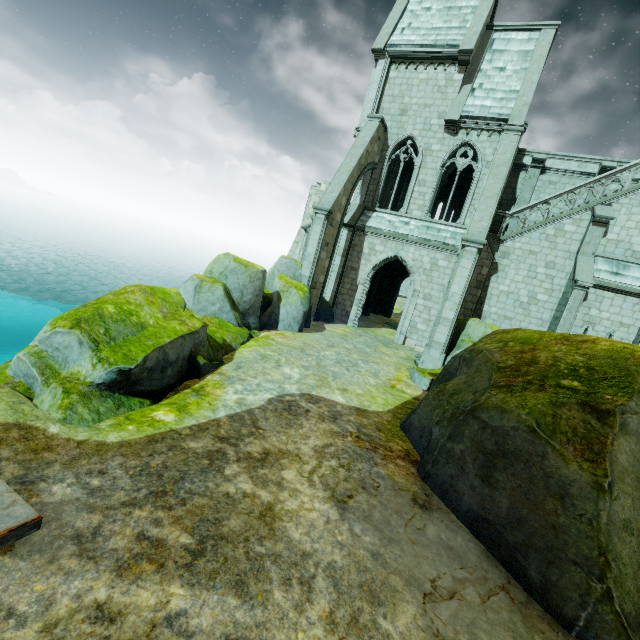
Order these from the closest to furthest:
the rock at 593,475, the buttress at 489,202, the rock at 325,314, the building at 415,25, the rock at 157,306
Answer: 1. the rock at 593,475
2. the rock at 157,306
3. the buttress at 489,202
4. the building at 415,25
5. the rock at 325,314

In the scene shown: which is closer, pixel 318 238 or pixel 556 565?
pixel 556 565

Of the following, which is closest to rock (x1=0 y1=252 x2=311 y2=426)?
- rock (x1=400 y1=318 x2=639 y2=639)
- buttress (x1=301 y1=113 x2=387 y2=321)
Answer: buttress (x1=301 y1=113 x2=387 y2=321)

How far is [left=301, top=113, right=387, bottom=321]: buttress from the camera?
15.6m

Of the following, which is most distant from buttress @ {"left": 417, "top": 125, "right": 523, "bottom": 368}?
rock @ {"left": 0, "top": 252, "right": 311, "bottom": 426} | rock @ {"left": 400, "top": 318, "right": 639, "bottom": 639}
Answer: rock @ {"left": 0, "top": 252, "right": 311, "bottom": 426}

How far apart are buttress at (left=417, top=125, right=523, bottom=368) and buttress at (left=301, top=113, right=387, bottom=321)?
5.9m

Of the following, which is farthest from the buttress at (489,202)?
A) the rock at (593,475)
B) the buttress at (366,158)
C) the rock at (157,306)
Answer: the buttress at (366,158)

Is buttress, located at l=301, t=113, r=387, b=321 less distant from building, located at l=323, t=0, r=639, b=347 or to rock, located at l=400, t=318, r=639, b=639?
building, located at l=323, t=0, r=639, b=347
